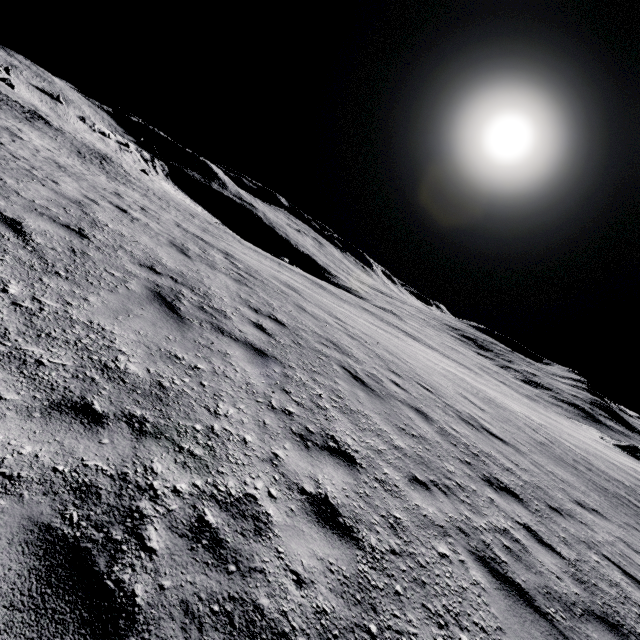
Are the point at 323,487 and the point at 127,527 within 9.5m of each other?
yes
